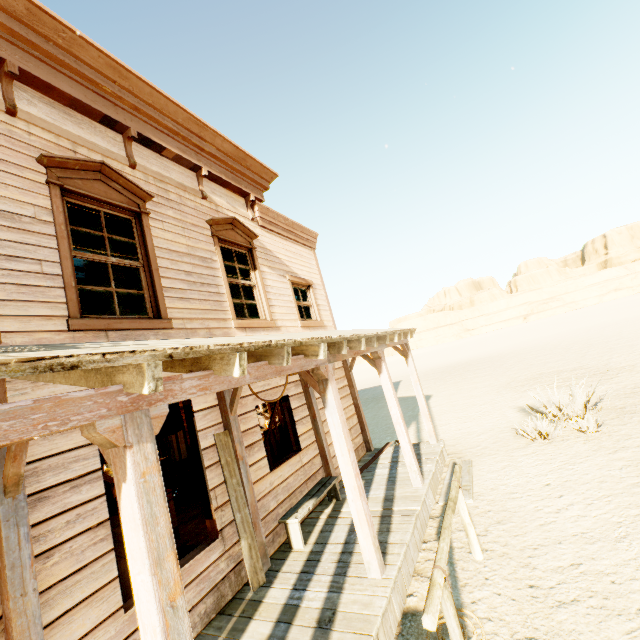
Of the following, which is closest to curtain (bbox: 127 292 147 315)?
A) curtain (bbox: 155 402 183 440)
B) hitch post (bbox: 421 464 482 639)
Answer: curtain (bbox: 155 402 183 440)

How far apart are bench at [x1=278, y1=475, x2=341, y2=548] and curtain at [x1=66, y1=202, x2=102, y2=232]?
3.6m

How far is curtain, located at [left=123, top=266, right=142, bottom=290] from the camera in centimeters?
450cm

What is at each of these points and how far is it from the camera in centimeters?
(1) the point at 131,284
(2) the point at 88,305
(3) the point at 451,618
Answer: (1) curtain, 457cm
(2) curtain, 399cm
(3) hitch post, 277cm

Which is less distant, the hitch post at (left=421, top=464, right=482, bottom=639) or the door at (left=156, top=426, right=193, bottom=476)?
the hitch post at (left=421, top=464, right=482, bottom=639)

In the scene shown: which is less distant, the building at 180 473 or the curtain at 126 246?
the curtain at 126 246

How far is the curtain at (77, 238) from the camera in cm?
406

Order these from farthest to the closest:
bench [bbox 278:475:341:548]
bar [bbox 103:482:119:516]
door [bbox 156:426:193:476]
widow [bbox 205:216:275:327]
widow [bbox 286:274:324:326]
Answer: door [bbox 156:426:193:476], bar [bbox 103:482:119:516], widow [bbox 286:274:324:326], widow [bbox 205:216:275:327], bench [bbox 278:475:341:548]
